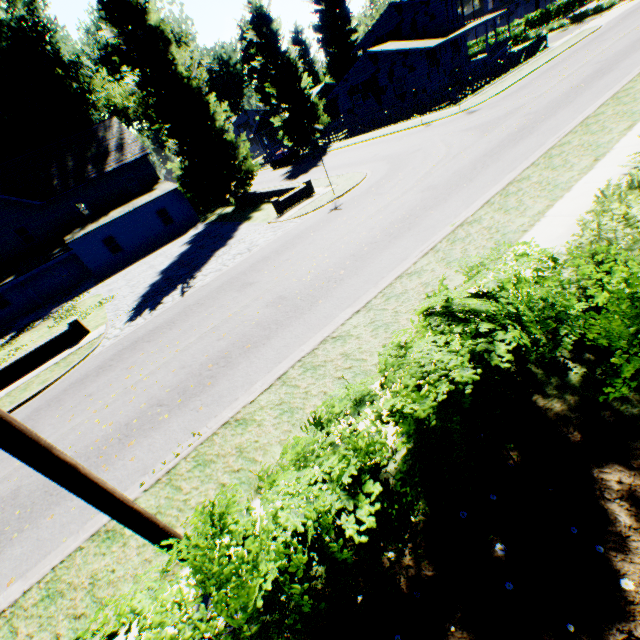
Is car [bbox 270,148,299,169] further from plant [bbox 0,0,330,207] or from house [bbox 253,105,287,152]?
house [bbox 253,105,287,152]

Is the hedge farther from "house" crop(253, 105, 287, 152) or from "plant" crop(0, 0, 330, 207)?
"house" crop(253, 105, 287, 152)

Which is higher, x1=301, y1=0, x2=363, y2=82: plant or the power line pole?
x1=301, y1=0, x2=363, y2=82: plant

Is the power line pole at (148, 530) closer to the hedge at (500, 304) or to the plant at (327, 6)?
the hedge at (500, 304)

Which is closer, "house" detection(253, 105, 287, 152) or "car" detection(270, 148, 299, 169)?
"car" detection(270, 148, 299, 169)

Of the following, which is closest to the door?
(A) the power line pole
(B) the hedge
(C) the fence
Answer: (B) the hedge

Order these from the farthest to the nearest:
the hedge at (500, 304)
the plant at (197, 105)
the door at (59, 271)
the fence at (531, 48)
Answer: the door at (59, 271) → the fence at (531, 48) → the plant at (197, 105) → the hedge at (500, 304)

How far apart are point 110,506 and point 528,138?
17.08m
